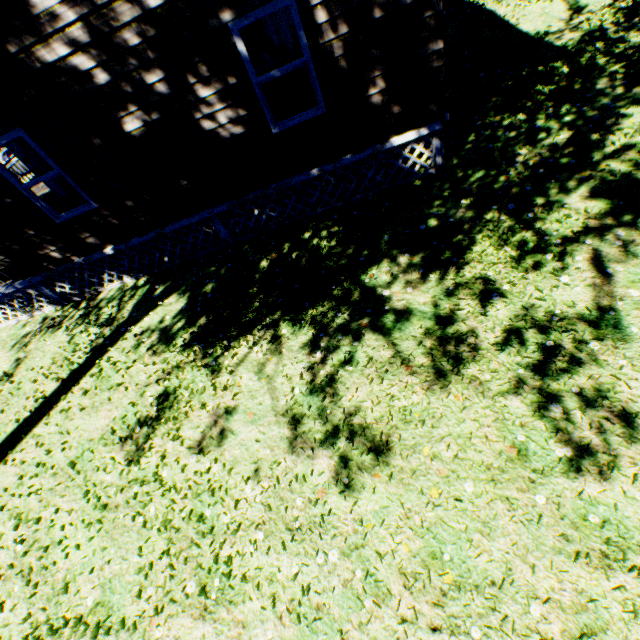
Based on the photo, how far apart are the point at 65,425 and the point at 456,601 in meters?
6.7
